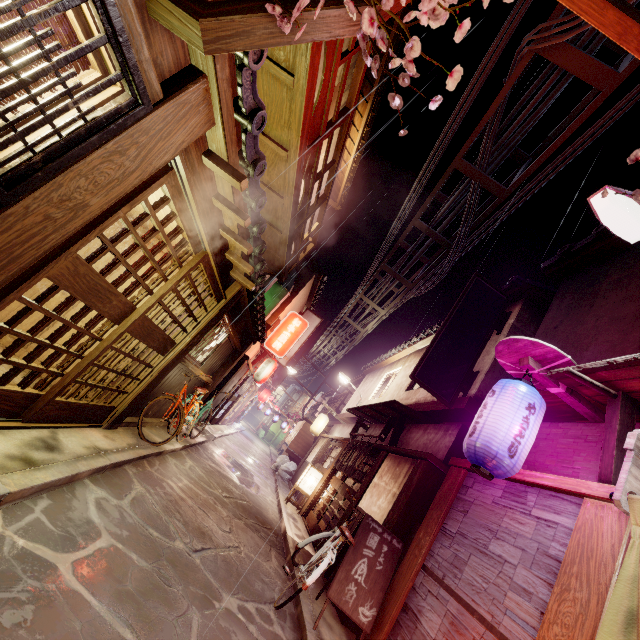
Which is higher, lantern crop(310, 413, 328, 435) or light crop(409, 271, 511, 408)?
light crop(409, 271, 511, 408)

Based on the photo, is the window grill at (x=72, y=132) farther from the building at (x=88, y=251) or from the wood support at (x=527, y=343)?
the wood support at (x=527, y=343)

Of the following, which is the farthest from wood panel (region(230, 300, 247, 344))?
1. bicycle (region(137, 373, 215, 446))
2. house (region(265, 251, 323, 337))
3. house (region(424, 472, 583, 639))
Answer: house (region(424, 472, 583, 639))

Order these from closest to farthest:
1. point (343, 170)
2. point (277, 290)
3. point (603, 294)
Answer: point (603, 294), point (343, 170), point (277, 290)

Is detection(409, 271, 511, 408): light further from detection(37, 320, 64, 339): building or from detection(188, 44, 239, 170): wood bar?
detection(37, 320, 64, 339): building

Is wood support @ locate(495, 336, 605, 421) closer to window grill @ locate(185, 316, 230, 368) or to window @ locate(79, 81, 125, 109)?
window @ locate(79, 81, 125, 109)

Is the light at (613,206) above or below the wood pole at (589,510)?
above

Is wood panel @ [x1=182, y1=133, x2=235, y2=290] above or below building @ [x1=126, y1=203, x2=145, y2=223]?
above
